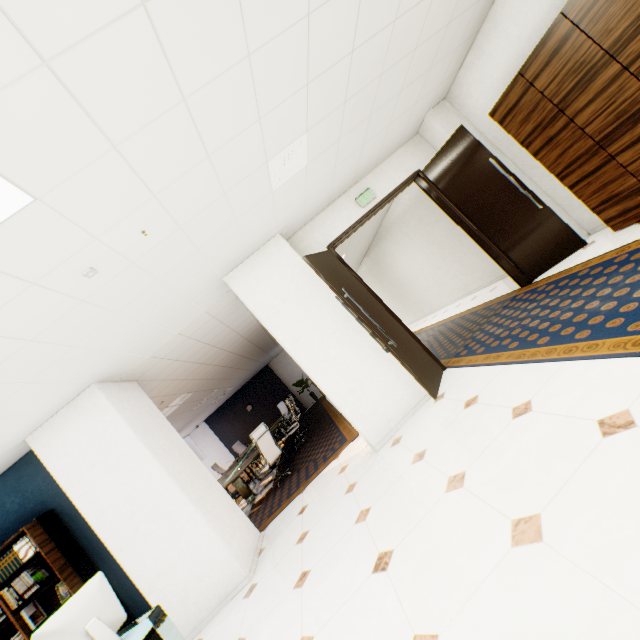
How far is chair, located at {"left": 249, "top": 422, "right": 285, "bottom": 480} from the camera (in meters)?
6.39

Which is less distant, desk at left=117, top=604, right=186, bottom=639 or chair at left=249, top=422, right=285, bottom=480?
desk at left=117, top=604, right=186, bottom=639

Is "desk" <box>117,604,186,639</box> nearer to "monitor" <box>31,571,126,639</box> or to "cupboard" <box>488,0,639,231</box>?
"monitor" <box>31,571,126,639</box>

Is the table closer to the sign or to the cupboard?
the sign

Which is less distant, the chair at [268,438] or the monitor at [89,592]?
the monitor at [89,592]

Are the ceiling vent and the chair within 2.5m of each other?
no

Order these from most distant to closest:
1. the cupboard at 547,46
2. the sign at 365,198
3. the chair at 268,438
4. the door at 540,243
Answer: the chair at 268,438 → the sign at 365,198 → the door at 540,243 → the cupboard at 547,46

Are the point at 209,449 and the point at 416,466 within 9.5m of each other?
no
